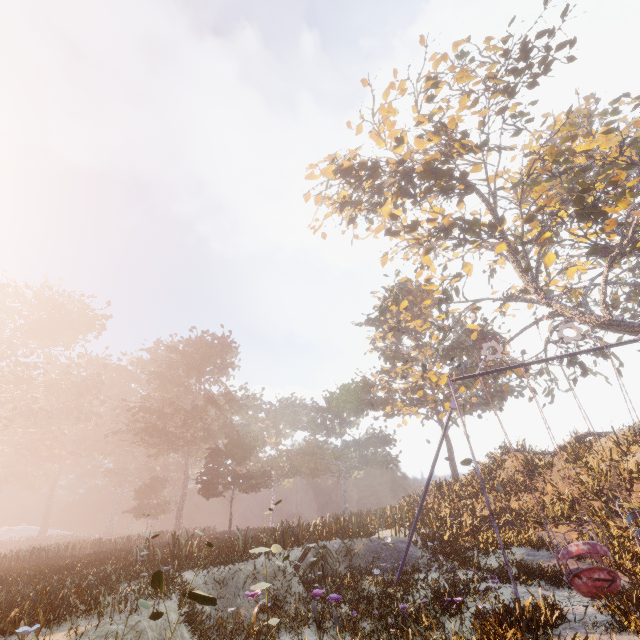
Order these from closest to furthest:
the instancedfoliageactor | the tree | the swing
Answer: the instancedfoliageactor < the swing < the tree

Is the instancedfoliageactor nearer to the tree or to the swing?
the swing

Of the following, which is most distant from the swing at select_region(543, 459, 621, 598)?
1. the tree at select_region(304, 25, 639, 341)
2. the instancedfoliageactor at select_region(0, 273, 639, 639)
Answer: the instancedfoliageactor at select_region(0, 273, 639, 639)

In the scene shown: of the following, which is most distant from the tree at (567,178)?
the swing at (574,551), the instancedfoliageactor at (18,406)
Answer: the instancedfoliageactor at (18,406)

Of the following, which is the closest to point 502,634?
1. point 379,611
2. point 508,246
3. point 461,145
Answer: point 379,611
